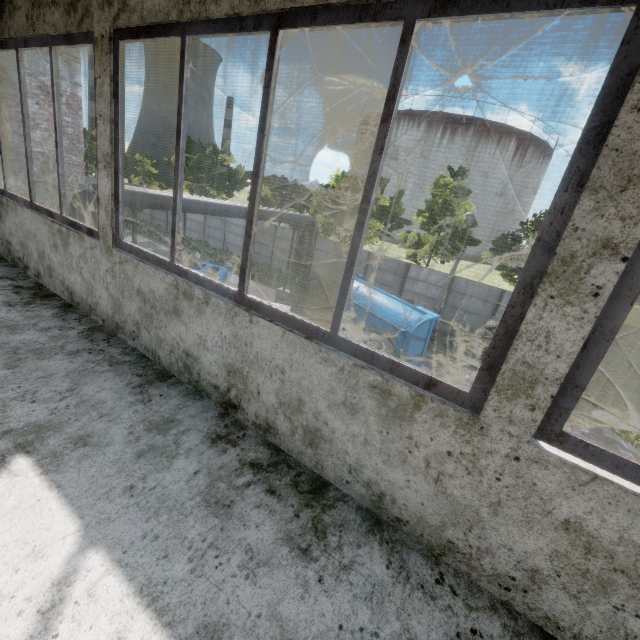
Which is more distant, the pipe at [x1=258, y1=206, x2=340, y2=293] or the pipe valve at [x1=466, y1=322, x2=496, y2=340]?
the pipe valve at [x1=466, y1=322, x2=496, y2=340]

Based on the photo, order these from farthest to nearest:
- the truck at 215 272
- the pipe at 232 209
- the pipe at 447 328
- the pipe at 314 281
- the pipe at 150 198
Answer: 1. the pipe at 447 328
2. the pipe at 314 281
3. the pipe at 232 209
4. the truck at 215 272
5. the pipe at 150 198

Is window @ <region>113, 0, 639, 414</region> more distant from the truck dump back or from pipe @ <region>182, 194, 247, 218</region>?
the truck dump back

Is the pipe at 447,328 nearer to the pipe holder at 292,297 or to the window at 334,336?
the pipe holder at 292,297

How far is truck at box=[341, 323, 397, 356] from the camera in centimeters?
931cm

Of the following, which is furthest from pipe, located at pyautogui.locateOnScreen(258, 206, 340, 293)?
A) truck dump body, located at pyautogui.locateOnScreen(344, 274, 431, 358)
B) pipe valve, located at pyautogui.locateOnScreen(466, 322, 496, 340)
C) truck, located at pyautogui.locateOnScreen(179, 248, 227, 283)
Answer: truck dump body, located at pyautogui.locateOnScreen(344, 274, 431, 358)

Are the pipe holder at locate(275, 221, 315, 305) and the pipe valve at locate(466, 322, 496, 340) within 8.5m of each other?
no

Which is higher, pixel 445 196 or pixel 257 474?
pixel 445 196
